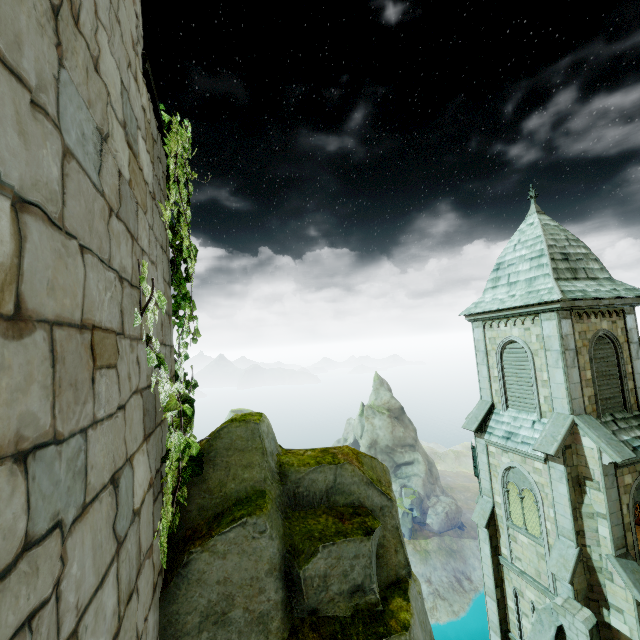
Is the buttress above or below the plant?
below

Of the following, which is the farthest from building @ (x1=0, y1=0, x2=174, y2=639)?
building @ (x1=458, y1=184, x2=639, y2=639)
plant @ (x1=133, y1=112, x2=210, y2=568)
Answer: building @ (x1=458, y1=184, x2=639, y2=639)

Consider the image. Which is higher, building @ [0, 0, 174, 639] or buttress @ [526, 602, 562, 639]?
building @ [0, 0, 174, 639]

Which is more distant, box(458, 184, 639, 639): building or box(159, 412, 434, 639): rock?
box(458, 184, 639, 639): building

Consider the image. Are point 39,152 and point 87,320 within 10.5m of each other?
yes

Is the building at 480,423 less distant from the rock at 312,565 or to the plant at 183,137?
the rock at 312,565

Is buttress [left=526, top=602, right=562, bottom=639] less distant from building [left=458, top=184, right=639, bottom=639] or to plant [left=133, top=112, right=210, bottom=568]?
building [left=458, top=184, right=639, bottom=639]

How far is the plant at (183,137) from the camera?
2.4 meters
